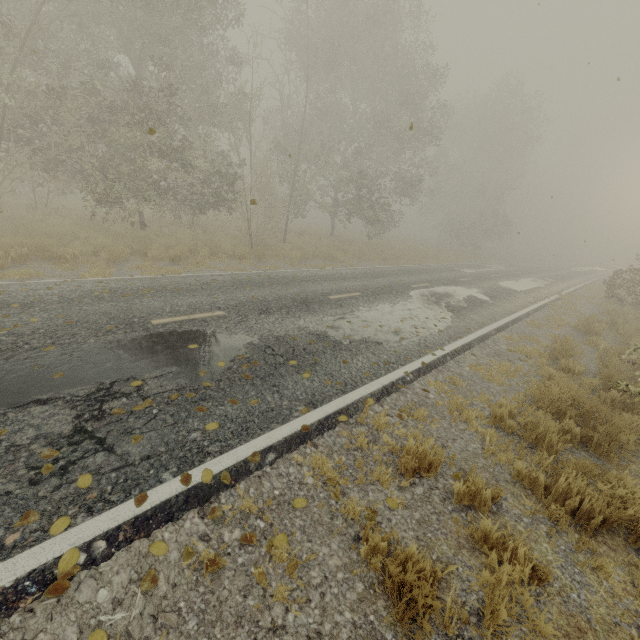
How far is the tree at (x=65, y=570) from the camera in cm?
221

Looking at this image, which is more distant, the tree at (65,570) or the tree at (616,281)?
the tree at (616,281)

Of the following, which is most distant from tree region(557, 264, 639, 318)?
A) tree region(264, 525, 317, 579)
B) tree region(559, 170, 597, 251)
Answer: tree region(559, 170, 597, 251)

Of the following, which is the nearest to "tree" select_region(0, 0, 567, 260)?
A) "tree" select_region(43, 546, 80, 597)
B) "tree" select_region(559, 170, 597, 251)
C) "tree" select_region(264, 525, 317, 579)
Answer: "tree" select_region(264, 525, 317, 579)

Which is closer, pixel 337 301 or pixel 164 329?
pixel 164 329

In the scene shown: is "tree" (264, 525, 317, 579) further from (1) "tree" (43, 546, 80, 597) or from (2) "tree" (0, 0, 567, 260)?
(2) "tree" (0, 0, 567, 260)

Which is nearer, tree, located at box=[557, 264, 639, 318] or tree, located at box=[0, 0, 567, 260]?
tree, located at box=[0, 0, 567, 260]

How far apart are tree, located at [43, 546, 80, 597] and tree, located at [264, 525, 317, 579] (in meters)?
1.41
